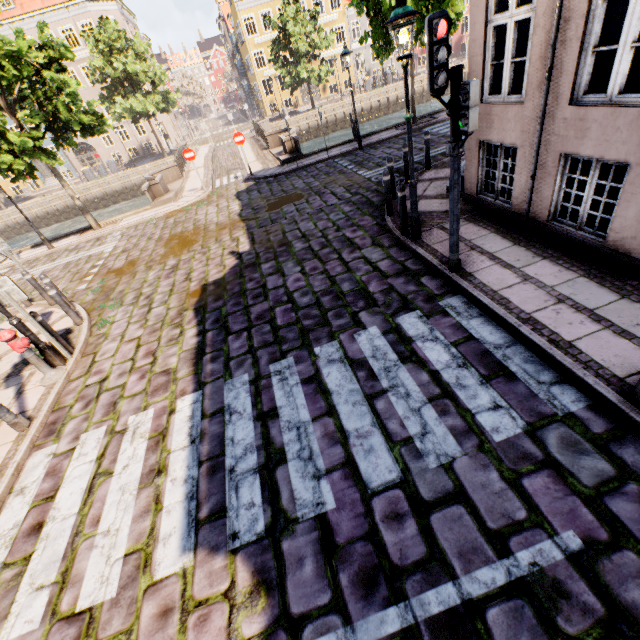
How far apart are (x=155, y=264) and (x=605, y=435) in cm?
1096

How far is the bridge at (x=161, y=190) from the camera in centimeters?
1602cm

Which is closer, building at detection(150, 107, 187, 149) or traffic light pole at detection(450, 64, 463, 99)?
traffic light pole at detection(450, 64, 463, 99)

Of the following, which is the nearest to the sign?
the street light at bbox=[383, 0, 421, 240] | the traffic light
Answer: the street light at bbox=[383, 0, 421, 240]

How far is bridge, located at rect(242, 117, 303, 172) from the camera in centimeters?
1665cm

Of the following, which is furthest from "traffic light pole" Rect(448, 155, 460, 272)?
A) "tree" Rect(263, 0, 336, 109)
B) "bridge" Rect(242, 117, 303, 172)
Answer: "bridge" Rect(242, 117, 303, 172)

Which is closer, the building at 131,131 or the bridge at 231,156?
the bridge at 231,156

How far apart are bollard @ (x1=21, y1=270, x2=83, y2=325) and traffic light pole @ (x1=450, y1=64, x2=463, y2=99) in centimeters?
950cm
